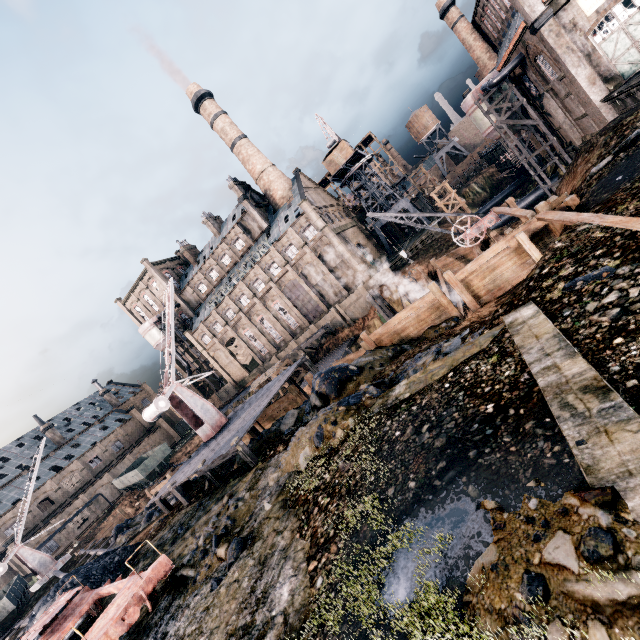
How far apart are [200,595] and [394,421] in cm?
681

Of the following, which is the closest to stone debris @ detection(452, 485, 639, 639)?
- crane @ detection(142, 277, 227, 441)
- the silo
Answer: crane @ detection(142, 277, 227, 441)

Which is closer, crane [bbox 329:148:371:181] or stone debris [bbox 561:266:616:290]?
stone debris [bbox 561:266:616:290]

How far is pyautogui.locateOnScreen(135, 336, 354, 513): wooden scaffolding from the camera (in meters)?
14.83

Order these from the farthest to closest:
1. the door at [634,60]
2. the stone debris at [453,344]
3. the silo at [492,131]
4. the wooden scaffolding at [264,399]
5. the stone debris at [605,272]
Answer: the silo at [492,131] < the door at [634,60] < the wooden scaffolding at [264,399] < the stone debris at [453,344] < the stone debris at [605,272]

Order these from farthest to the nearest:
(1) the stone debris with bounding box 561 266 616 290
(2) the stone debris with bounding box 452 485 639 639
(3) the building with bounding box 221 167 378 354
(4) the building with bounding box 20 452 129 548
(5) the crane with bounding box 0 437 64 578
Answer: (3) the building with bounding box 221 167 378 354 → (4) the building with bounding box 20 452 129 548 → (5) the crane with bounding box 0 437 64 578 → (1) the stone debris with bounding box 561 266 616 290 → (2) the stone debris with bounding box 452 485 639 639

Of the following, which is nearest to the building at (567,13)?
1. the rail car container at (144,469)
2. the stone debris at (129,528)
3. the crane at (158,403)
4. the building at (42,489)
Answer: the crane at (158,403)

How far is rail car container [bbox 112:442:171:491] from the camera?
43.1m
